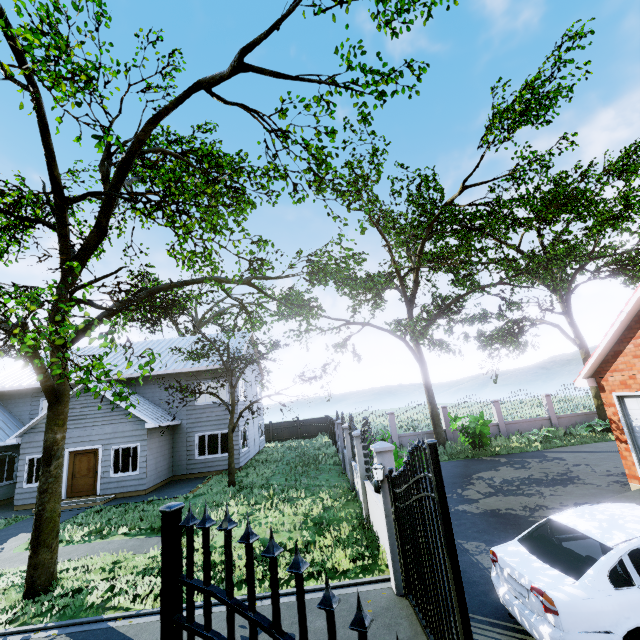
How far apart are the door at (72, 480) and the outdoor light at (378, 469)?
15.16m

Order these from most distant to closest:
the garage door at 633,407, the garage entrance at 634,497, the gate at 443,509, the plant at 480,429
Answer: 1. the plant at 480,429
2. the garage door at 633,407
3. the garage entrance at 634,497
4. the gate at 443,509

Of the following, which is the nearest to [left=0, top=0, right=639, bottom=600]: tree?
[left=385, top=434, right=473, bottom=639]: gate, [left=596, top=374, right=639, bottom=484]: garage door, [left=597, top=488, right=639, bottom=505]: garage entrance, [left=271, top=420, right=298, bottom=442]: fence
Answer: [left=271, top=420, right=298, bottom=442]: fence

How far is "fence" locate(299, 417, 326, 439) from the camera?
31.0 meters

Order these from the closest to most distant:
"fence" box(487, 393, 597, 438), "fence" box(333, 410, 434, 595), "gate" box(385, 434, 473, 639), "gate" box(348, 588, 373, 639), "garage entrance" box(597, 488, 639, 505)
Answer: "gate" box(348, 588, 373, 639) → "gate" box(385, 434, 473, 639) → "fence" box(333, 410, 434, 595) → "garage entrance" box(597, 488, 639, 505) → "fence" box(487, 393, 597, 438)

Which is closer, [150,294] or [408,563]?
[408,563]

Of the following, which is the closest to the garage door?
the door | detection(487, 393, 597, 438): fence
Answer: detection(487, 393, 597, 438): fence
